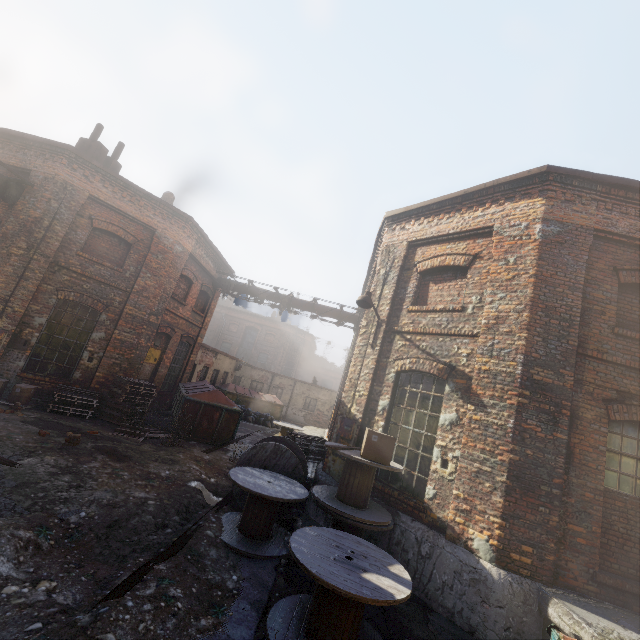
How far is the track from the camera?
3.5 meters

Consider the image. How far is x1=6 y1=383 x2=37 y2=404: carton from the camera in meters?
8.9

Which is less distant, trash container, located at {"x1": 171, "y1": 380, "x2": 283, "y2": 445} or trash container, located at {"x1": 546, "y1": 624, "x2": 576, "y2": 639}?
trash container, located at {"x1": 546, "y1": 624, "x2": 576, "y2": 639}

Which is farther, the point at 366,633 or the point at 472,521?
the point at 472,521

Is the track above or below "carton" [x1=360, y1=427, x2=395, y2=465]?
below

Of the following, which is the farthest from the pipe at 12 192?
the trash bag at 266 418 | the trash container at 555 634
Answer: the trash container at 555 634

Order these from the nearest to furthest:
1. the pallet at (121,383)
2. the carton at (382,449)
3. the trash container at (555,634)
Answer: the trash container at (555,634)
the carton at (382,449)
the pallet at (121,383)

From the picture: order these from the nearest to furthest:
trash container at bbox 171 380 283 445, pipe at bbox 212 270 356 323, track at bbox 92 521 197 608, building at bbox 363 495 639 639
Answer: track at bbox 92 521 197 608 < building at bbox 363 495 639 639 < trash container at bbox 171 380 283 445 < pipe at bbox 212 270 356 323
